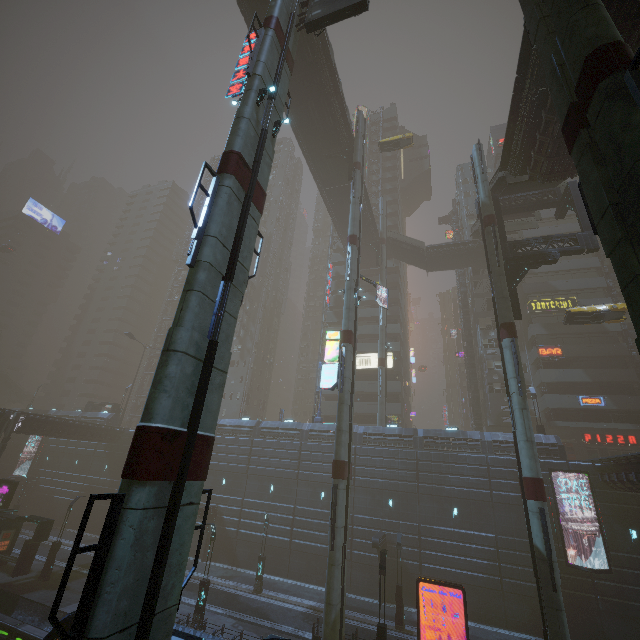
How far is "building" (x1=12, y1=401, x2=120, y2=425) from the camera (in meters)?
46.15

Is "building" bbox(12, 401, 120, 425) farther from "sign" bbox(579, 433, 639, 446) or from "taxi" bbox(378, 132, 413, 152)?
"taxi" bbox(378, 132, 413, 152)

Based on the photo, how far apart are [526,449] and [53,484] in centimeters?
5602cm

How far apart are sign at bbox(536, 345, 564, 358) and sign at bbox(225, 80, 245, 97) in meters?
41.4

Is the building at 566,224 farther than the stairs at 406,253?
No

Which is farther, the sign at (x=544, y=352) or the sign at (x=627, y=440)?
the sign at (x=544, y=352)

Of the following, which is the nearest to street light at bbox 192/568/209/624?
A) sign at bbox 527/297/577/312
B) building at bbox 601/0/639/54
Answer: building at bbox 601/0/639/54
